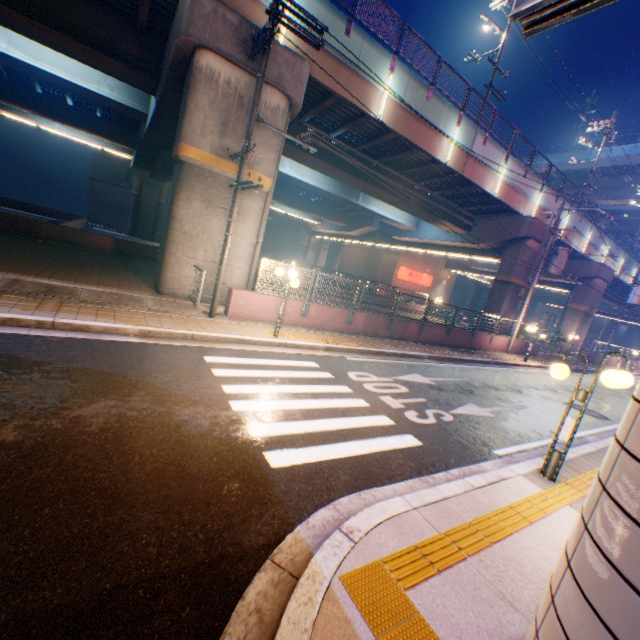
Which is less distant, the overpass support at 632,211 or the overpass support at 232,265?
the overpass support at 232,265

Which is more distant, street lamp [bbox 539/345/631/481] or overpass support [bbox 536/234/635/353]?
overpass support [bbox 536/234/635/353]

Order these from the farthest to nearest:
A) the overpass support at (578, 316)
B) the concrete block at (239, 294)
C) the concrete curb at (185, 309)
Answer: the overpass support at (578, 316)
the concrete block at (239, 294)
the concrete curb at (185, 309)

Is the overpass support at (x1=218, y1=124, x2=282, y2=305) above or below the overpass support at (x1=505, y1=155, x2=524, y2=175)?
below

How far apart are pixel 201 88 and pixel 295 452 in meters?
11.1

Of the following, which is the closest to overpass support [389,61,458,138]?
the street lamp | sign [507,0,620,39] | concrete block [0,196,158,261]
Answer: concrete block [0,196,158,261]

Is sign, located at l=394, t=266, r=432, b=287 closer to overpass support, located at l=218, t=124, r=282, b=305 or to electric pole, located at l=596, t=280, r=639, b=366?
overpass support, located at l=218, t=124, r=282, b=305

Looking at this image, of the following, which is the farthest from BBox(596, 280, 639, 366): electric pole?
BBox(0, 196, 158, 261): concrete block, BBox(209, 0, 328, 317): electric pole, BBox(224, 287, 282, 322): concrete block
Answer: BBox(0, 196, 158, 261): concrete block
